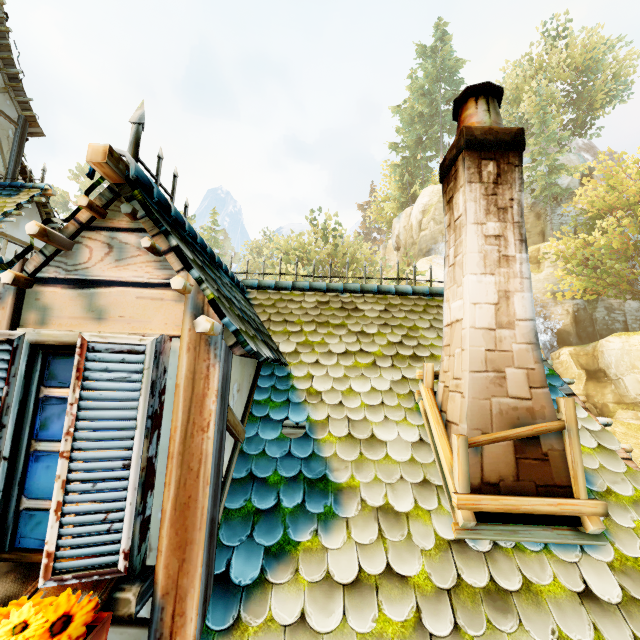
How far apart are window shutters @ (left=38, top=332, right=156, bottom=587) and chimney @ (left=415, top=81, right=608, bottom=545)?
1.89m

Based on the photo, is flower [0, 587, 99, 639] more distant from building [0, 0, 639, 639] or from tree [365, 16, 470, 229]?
tree [365, 16, 470, 229]

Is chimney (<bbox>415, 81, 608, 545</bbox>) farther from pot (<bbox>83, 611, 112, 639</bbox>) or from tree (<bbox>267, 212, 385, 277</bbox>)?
tree (<bbox>267, 212, 385, 277</bbox>)

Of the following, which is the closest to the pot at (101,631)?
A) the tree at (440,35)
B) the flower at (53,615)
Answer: the flower at (53,615)

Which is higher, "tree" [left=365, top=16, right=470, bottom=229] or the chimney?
"tree" [left=365, top=16, right=470, bottom=229]

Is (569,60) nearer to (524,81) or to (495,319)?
(524,81)

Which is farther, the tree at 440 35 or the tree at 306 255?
the tree at 440 35

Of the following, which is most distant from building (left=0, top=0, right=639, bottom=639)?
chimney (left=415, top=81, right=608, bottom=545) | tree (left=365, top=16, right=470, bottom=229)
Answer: tree (left=365, top=16, right=470, bottom=229)
